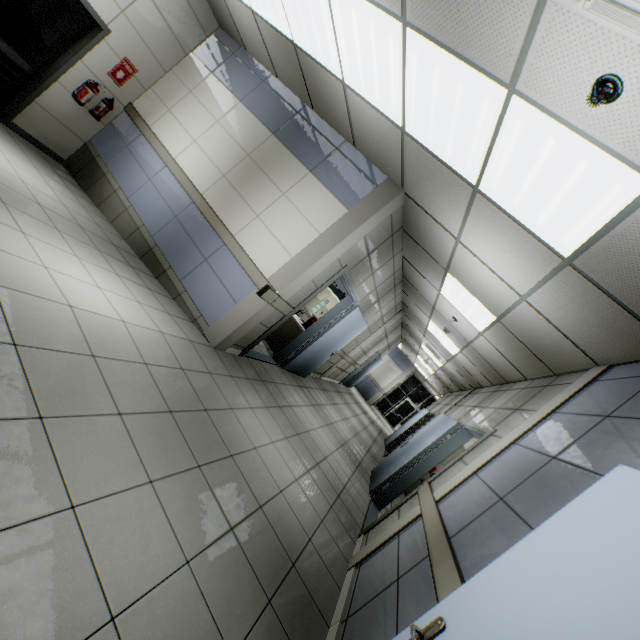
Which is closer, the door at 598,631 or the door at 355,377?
the door at 598,631

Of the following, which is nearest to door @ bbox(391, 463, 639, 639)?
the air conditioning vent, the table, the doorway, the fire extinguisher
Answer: the air conditioning vent

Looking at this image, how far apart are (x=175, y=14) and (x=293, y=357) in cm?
635

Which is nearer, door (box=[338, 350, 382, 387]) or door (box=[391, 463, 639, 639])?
door (box=[391, 463, 639, 639])

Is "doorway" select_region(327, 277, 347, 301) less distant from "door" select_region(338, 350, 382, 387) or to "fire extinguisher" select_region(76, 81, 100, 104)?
"door" select_region(338, 350, 382, 387)

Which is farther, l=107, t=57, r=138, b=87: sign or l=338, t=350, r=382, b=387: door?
l=338, t=350, r=382, b=387: door

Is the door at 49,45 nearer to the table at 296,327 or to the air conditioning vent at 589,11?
the table at 296,327

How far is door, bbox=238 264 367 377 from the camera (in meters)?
5.02
